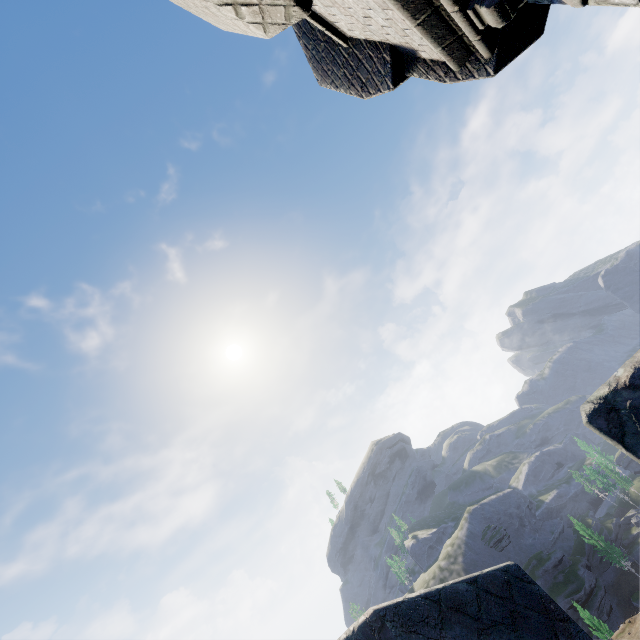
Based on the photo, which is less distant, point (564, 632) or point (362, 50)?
point (564, 632)
